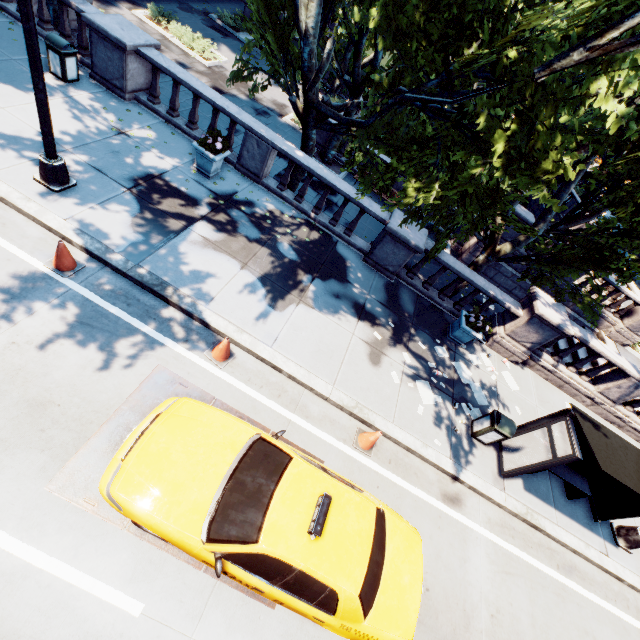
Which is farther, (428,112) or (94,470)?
(428,112)

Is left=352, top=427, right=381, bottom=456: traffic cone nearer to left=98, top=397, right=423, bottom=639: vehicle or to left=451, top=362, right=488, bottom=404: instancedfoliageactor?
left=98, top=397, right=423, bottom=639: vehicle

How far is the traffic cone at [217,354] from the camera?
6.60m

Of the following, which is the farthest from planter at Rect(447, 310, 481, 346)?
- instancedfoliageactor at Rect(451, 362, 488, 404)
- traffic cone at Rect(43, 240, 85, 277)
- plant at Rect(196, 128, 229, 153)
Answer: traffic cone at Rect(43, 240, 85, 277)

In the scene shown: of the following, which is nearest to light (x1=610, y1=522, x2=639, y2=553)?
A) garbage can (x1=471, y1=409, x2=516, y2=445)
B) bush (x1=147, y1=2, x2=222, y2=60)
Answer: garbage can (x1=471, y1=409, x2=516, y2=445)

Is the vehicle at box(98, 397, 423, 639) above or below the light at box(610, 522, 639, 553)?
above

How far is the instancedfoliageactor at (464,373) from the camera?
9.80m

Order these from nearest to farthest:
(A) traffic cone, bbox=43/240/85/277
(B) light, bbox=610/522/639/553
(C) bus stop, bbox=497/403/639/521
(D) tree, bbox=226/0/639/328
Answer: (D) tree, bbox=226/0/639/328 < (A) traffic cone, bbox=43/240/85/277 < (C) bus stop, bbox=497/403/639/521 < (B) light, bbox=610/522/639/553
